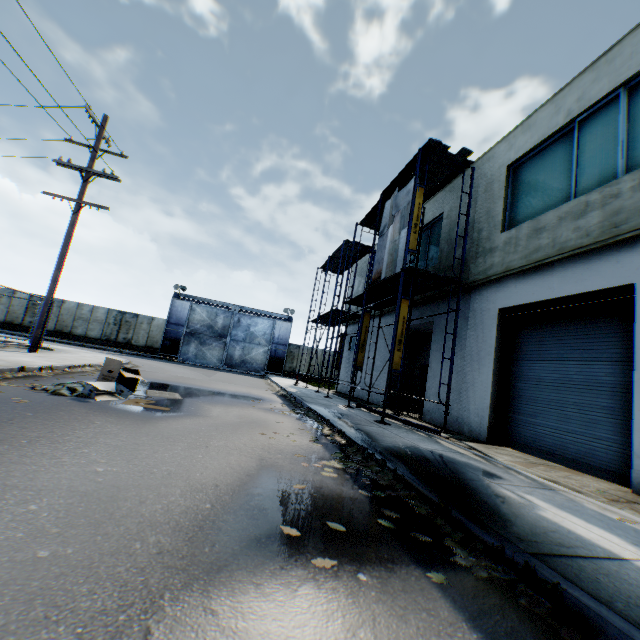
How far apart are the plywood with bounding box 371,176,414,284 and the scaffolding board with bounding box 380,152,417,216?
0.5m

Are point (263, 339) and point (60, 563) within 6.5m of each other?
no

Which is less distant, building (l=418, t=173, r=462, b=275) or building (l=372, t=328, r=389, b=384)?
building (l=418, t=173, r=462, b=275)

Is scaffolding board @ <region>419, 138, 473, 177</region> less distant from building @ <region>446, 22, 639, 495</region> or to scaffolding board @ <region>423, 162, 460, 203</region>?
scaffolding board @ <region>423, 162, 460, 203</region>

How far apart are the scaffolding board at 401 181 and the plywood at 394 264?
0.50m

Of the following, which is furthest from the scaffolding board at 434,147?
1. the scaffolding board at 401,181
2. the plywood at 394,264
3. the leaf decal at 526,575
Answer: the leaf decal at 526,575

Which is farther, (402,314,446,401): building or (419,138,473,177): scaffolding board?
(402,314,446,401): building

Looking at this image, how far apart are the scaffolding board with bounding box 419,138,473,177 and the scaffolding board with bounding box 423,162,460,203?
0.1 meters
